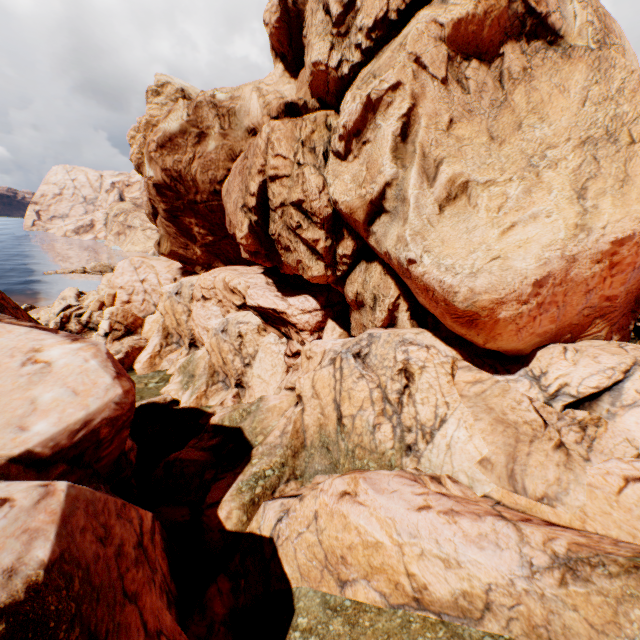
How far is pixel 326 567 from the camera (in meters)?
9.38
